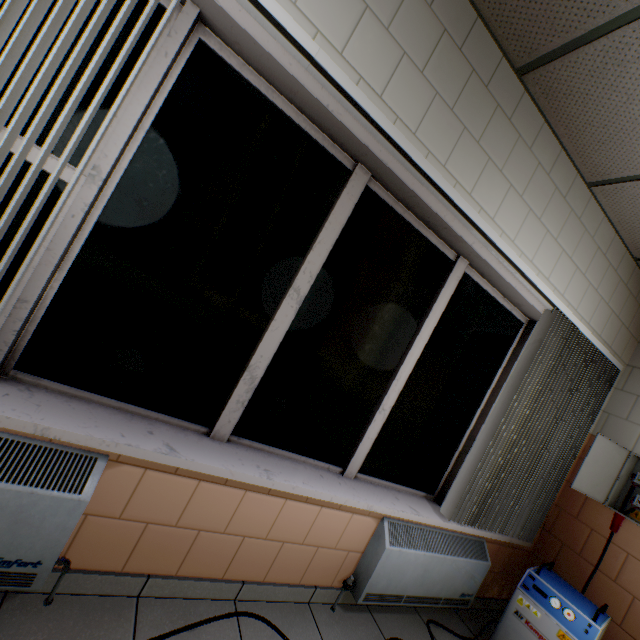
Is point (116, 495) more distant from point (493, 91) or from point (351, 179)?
point (493, 91)

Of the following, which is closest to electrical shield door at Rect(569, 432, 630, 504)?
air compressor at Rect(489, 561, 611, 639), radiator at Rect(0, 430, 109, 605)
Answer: air compressor at Rect(489, 561, 611, 639)

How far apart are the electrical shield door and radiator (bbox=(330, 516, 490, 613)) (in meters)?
0.87

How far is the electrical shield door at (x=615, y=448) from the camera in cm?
265

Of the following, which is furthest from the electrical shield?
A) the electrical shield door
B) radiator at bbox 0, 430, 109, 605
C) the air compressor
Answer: radiator at bbox 0, 430, 109, 605

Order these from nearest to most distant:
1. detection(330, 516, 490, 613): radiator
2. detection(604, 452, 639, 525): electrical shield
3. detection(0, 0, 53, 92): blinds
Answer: detection(0, 0, 53, 92): blinds
detection(330, 516, 490, 613): radiator
detection(604, 452, 639, 525): electrical shield

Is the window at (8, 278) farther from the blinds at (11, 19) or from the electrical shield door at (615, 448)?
the electrical shield door at (615, 448)
